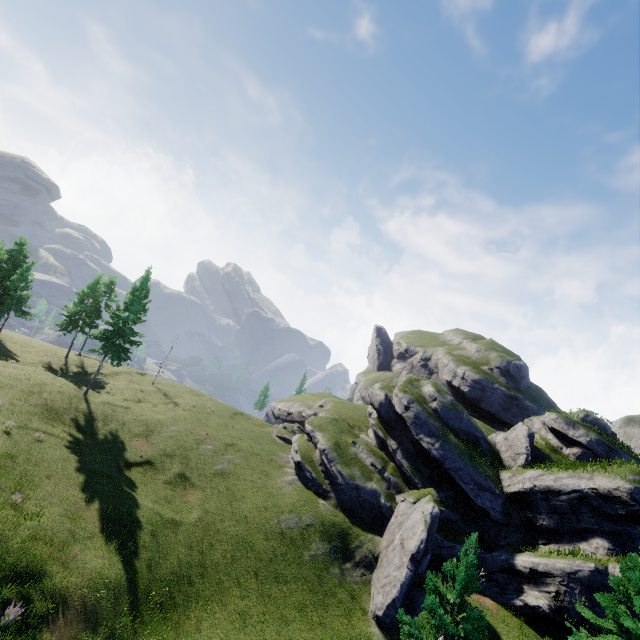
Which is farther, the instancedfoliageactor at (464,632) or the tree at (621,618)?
the tree at (621,618)

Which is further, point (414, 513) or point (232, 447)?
point (232, 447)

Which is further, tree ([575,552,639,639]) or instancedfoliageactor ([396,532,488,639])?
tree ([575,552,639,639])
